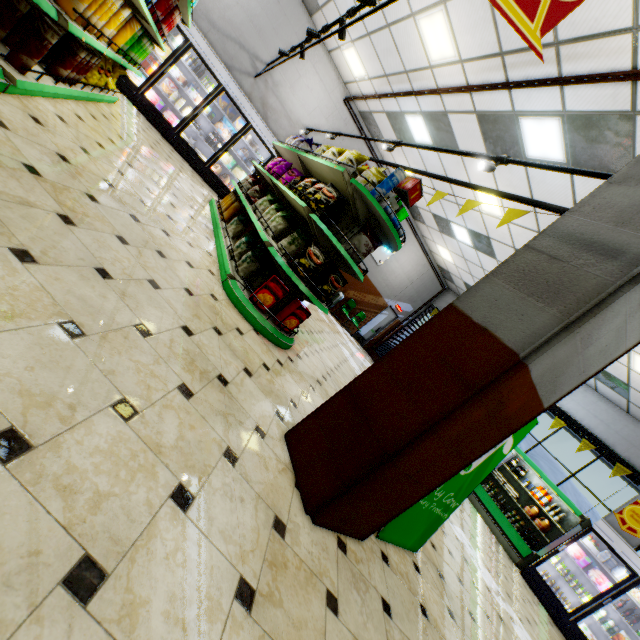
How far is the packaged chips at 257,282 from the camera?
4.0m

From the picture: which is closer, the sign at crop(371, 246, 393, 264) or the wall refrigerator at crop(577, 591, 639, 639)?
the wall refrigerator at crop(577, 591, 639, 639)

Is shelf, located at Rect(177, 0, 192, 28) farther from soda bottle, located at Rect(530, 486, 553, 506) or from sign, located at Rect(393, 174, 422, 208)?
soda bottle, located at Rect(530, 486, 553, 506)

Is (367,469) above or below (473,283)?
below

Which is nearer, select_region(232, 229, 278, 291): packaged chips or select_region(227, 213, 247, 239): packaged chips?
select_region(232, 229, 278, 291): packaged chips

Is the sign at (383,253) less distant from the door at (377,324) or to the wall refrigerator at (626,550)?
the door at (377,324)

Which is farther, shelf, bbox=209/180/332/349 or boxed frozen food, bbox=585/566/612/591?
boxed frozen food, bbox=585/566/612/591

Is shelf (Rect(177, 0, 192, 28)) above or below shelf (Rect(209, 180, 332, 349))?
above
